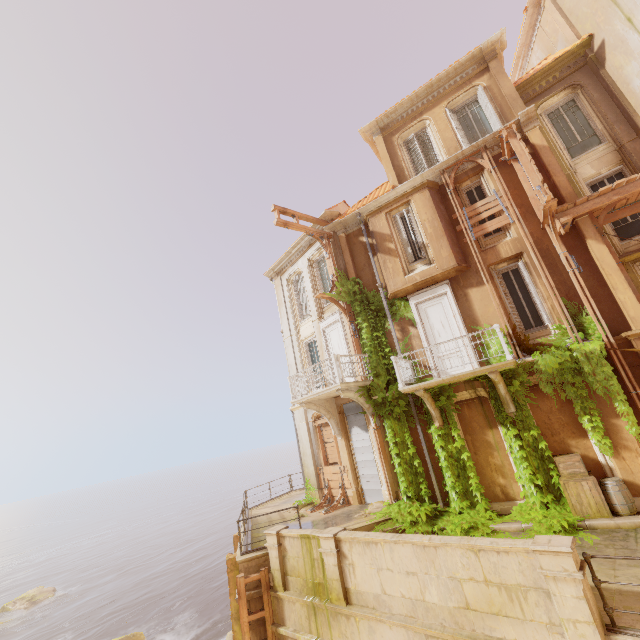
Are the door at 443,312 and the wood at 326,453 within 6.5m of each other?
yes

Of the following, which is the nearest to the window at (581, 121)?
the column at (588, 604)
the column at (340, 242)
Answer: the column at (340, 242)

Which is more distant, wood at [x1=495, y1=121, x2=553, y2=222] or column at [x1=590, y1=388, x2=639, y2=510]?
wood at [x1=495, y1=121, x2=553, y2=222]

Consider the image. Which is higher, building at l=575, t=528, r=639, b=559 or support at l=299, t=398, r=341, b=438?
support at l=299, t=398, r=341, b=438

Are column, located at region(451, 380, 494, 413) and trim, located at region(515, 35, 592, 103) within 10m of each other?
no

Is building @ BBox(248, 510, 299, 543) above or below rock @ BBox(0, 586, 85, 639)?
above

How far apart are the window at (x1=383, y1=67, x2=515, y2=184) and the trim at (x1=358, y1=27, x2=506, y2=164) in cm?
0

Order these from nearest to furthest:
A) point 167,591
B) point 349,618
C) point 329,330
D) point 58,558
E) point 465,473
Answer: point 349,618
point 465,473
point 329,330
point 167,591
point 58,558
